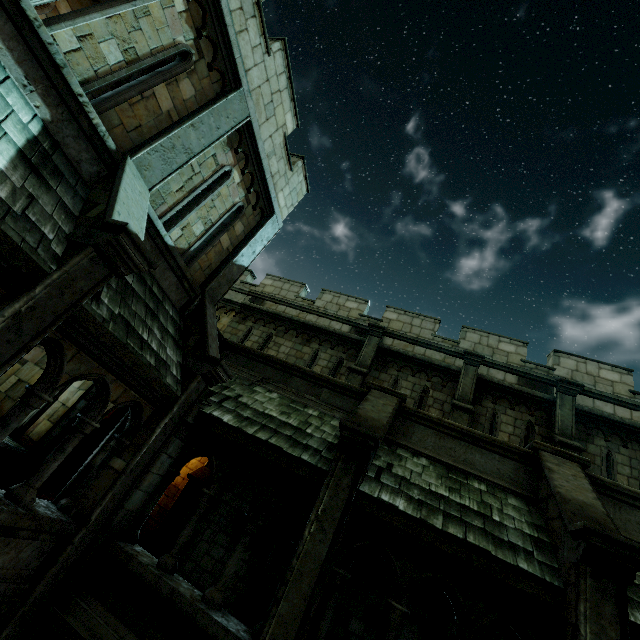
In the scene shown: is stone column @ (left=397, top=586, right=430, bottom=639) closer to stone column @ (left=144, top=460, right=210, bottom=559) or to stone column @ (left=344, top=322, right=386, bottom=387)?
stone column @ (left=344, top=322, right=386, bottom=387)

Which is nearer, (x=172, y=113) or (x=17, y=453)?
(x=172, y=113)

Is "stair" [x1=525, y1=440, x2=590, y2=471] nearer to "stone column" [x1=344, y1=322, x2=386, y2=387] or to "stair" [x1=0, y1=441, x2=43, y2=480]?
"stone column" [x1=344, y1=322, x2=386, y2=387]

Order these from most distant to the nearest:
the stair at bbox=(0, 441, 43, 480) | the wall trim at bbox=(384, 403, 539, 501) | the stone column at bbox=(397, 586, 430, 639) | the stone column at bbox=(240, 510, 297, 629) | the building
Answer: the stair at bbox=(0, 441, 43, 480), the stone column at bbox=(240, 510, 297, 629), the stone column at bbox=(397, 586, 430, 639), the wall trim at bbox=(384, 403, 539, 501), the building

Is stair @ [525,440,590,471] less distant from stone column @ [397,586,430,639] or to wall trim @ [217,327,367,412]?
stone column @ [397,586,430,639]

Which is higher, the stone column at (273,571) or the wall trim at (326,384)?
the wall trim at (326,384)

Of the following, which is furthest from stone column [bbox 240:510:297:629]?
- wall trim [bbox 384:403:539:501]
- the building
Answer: the building

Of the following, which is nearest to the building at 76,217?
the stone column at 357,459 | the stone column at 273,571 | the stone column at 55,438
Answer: the stone column at 357,459
